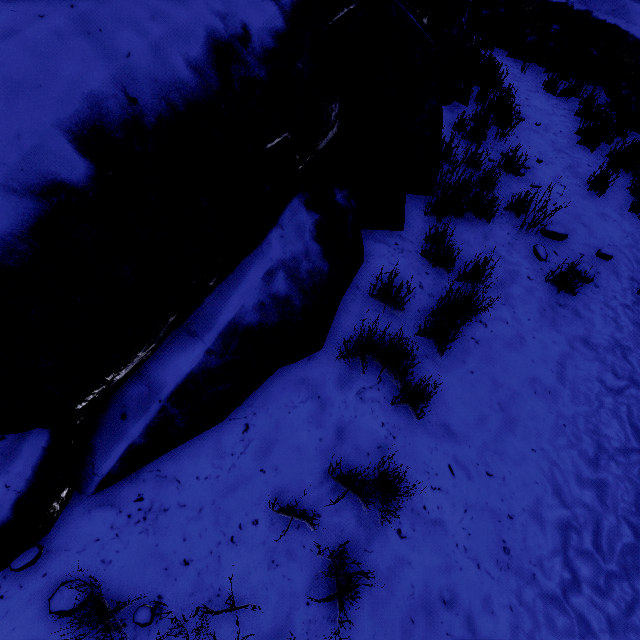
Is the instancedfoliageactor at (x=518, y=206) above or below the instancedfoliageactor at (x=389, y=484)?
above

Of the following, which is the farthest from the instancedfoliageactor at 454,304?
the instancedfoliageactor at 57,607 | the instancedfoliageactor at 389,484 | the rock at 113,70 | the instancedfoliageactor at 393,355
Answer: the instancedfoliageactor at 57,607

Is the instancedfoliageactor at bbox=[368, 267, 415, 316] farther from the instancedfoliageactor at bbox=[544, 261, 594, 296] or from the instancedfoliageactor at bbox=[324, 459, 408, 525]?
the instancedfoliageactor at bbox=[544, 261, 594, 296]

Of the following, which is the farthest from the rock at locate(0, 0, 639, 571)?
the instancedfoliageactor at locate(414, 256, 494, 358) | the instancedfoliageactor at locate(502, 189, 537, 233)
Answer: the instancedfoliageactor at locate(414, 256, 494, 358)

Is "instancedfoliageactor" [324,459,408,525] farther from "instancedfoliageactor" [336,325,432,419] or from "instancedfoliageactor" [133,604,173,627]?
"instancedfoliageactor" [133,604,173,627]

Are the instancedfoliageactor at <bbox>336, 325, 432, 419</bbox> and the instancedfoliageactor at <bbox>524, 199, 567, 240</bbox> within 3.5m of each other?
yes

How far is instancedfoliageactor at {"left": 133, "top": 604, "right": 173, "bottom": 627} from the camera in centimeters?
157cm

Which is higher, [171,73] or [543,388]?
[171,73]
